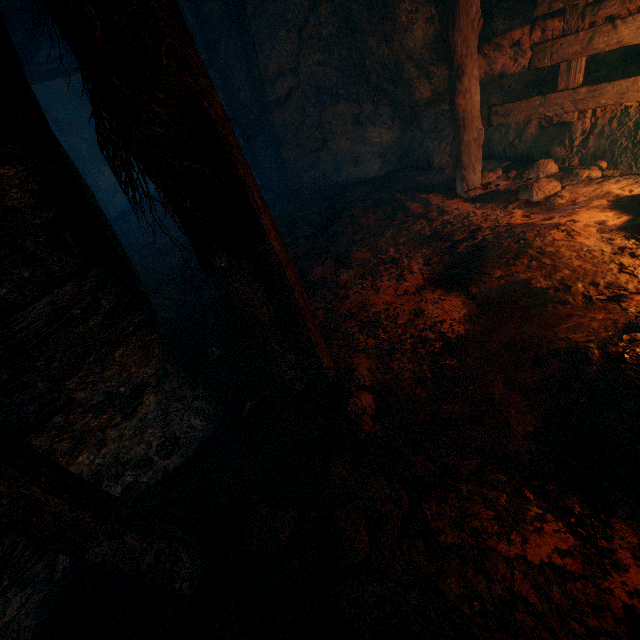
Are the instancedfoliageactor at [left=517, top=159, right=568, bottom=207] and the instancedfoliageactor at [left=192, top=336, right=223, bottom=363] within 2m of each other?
no

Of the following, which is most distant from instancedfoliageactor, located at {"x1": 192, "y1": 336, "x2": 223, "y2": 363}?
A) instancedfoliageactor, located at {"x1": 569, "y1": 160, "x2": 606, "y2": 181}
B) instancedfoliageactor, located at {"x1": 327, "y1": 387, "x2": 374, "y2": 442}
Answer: instancedfoliageactor, located at {"x1": 569, "y1": 160, "x2": 606, "y2": 181}

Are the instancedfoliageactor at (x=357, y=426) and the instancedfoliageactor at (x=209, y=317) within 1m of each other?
no

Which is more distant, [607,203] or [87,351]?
[607,203]

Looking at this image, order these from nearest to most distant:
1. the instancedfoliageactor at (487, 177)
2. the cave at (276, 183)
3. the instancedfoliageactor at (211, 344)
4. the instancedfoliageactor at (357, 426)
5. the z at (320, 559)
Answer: the z at (320, 559)
the instancedfoliageactor at (357, 426)
the instancedfoliageactor at (211, 344)
the instancedfoliageactor at (487, 177)
the cave at (276, 183)

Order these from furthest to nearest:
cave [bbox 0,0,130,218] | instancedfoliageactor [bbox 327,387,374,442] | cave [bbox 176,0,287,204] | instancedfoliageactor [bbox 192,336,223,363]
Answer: cave [bbox 176,0,287,204]
cave [bbox 0,0,130,218]
instancedfoliageactor [bbox 192,336,223,363]
instancedfoliageactor [bbox 327,387,374,442]

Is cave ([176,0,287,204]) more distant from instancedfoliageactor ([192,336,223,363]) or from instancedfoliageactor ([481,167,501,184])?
instancedfoliageactor ([481,167,501,184])

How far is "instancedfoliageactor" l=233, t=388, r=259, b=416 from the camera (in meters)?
2.76
